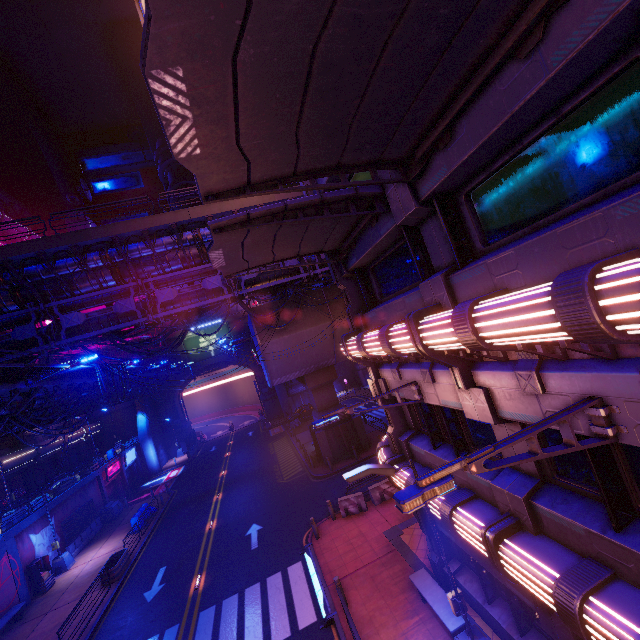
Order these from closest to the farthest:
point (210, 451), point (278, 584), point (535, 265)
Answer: point (535, 265)
point (278, 584)
point (210, 451)

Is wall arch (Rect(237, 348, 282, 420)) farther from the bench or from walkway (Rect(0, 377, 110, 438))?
the bench

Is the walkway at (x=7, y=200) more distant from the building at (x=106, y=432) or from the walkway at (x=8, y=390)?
the walkway at (x=8, y=390)

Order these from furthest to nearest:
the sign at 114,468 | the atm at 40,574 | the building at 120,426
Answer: the building at 120,426 < the sign at 114,468 < the atm at 40,574

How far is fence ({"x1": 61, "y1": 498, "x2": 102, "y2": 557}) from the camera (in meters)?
24.64

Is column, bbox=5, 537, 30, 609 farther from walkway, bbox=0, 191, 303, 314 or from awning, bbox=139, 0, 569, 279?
awning, bbox=139, 0, 569, 279

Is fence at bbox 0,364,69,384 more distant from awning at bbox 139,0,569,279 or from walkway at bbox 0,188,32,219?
awning at bbox 139,0,569,279

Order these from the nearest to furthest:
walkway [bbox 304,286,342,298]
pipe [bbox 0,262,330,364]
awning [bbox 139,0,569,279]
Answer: awning [bbox 139,0,569,279]
pipe [bbox 0,262,330,364]
walkway [bbox 304,286,342,298]
